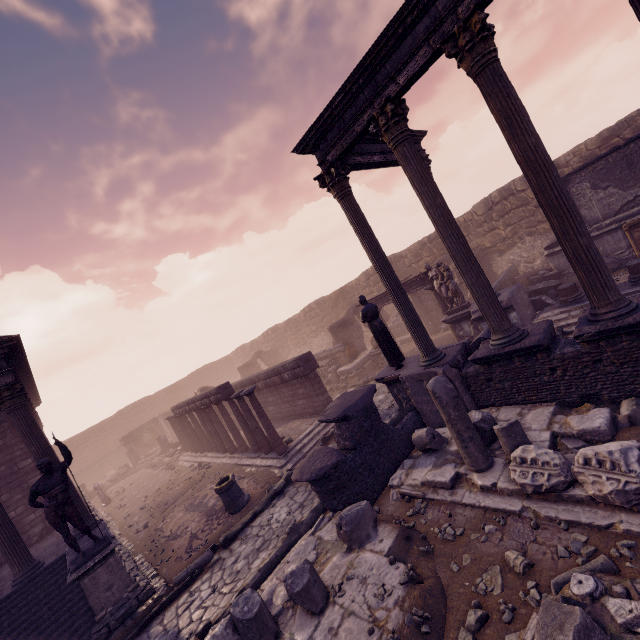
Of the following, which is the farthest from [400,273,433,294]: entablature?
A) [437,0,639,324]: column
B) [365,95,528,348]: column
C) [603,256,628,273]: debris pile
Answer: [437,0,639,324]: column

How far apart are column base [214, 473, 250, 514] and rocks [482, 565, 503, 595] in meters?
7.4

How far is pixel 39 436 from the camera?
9.6m

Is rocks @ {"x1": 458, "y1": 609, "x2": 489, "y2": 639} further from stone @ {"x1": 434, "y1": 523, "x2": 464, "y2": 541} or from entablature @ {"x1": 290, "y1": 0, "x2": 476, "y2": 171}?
entablature @ {"x1": 290, "y1": 0, "x2": 476, "y2": 171}

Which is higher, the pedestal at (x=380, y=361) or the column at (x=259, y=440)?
the column at (x=259, y=440)

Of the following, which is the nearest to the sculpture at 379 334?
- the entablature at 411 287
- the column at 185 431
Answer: the entablature at 411 287

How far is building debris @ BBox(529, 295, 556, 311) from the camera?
11.3 meters

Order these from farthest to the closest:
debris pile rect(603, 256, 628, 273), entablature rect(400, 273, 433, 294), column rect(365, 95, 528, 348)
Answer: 1. entablature rect(400, 273, 433, 294)
2. debris pile rect(603, 256, 628, 273)
3. column rect(365, 95, 528, 348)
